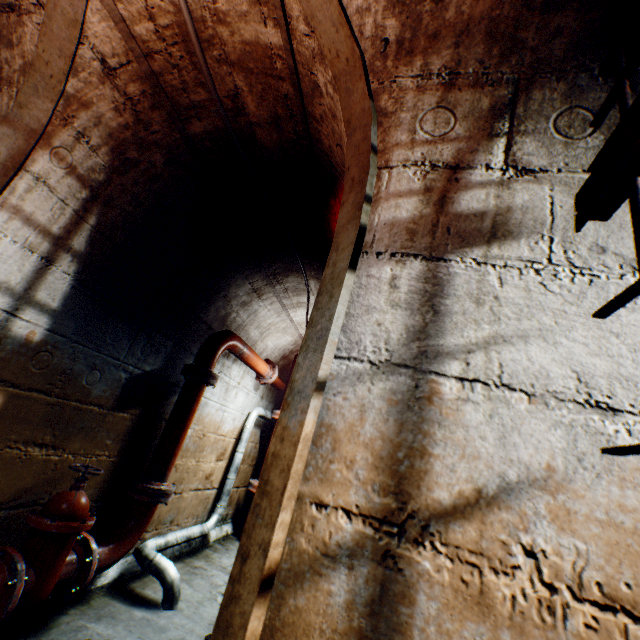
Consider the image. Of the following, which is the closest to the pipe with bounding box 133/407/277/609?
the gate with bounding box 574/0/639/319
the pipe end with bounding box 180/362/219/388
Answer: the pipe end with bounding box 180/362/219/388

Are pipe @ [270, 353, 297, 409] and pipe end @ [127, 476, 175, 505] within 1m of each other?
no

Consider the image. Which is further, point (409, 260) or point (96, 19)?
point (96, 19)

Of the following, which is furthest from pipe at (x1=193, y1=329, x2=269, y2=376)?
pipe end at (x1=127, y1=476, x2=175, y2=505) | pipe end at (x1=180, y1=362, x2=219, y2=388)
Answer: pipe end at (x1=127, y1=476, x2=175, y2=505)

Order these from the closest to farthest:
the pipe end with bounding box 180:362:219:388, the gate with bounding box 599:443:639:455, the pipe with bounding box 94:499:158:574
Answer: the gate with bounding box 599:443:639:455, the pipe with bounding box 94:499:158:574, the pipe end with bounding box 180:362:219:388

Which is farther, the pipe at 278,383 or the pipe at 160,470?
the pipe at 278,383

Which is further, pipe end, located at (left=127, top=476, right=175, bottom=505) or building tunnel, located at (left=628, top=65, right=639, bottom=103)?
pipe end, located at (left=127, top=476, right=175, bottom=505)

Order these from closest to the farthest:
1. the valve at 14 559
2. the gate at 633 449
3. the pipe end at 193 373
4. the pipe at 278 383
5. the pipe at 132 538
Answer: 1. the gate at 633 449
2. the valve at 14 559
3. the pipe at 132 538
4. the pipe end at 193 373
5. the pipe at 278 383
